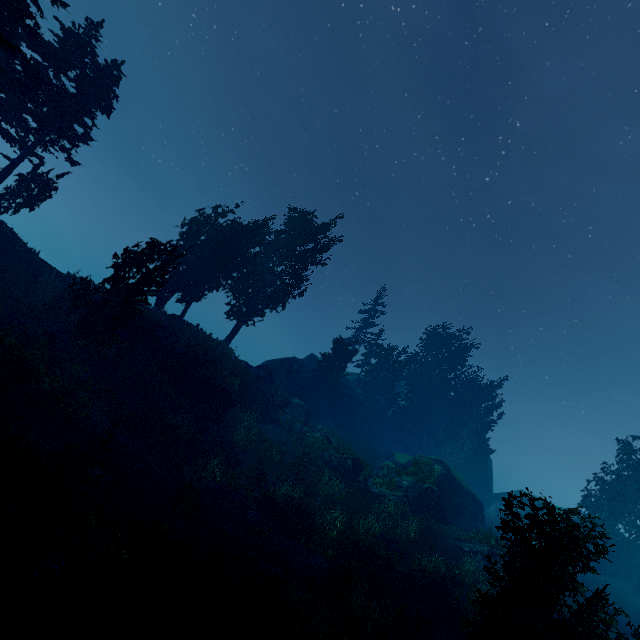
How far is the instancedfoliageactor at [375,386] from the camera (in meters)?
41.66

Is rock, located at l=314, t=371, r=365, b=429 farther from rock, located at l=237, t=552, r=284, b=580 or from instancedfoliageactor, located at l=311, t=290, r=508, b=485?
rock, located at l=237, t=552, r=284, b=580

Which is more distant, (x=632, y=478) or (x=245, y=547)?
(x=632, y=478)

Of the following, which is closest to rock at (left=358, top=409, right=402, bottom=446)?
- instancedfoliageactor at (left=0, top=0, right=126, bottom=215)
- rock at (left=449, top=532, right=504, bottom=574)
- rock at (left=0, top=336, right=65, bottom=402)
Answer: instancedfoliageactor at (left=0, top=0, right=126, bottom=215)

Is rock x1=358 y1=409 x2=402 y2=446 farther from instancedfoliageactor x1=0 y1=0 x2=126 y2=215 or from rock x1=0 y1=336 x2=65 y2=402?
rock x1=0 y1=336 x2=65 y2=402

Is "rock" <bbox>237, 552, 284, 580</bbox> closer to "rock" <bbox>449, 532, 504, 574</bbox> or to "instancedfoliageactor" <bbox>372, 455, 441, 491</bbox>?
"instancedfoliageactor" <bbox>372, 455, 441, 491</bbox>

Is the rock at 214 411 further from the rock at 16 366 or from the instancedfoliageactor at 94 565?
the rock at 16 366

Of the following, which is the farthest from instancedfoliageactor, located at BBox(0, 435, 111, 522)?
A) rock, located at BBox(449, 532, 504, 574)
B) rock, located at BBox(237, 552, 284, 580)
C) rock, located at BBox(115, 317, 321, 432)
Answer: rock, located at BBox(449, 532, 504, 574)
